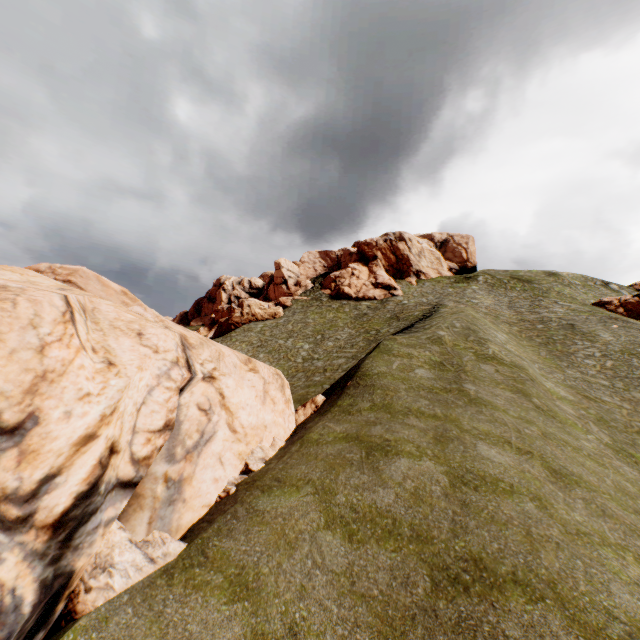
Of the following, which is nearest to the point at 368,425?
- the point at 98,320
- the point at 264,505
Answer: the point at 264,505

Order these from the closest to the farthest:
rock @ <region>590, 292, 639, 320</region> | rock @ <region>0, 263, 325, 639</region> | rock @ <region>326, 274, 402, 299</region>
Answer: rock @ <region>0, 263, 325, 639</region> < rock @ <region>590, 292, 639, 320</region> < rock @ <region>326, 274, 402, 299</region>

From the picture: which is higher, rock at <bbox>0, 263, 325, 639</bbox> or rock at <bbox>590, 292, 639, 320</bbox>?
rock at <bbox>590, 292, 639, 320</bbox>

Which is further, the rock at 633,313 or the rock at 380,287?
the rock at 380,287

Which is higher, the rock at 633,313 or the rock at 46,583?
the rock at 633,313

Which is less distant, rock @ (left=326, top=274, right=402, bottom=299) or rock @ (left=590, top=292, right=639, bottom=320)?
rock @ (left=590, top=292, right=639, bottom=320)

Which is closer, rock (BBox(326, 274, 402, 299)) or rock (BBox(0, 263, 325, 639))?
rock (BBox(0, 263, 325, 639))
